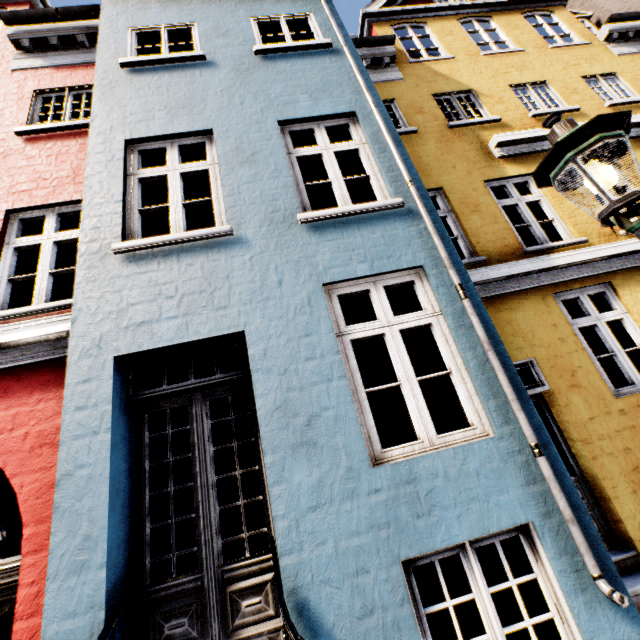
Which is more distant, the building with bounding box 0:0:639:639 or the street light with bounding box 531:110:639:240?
the building with bounding box 0:0:639:639

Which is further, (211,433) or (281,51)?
(281,51)

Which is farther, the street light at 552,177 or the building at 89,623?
the building at 89,623
